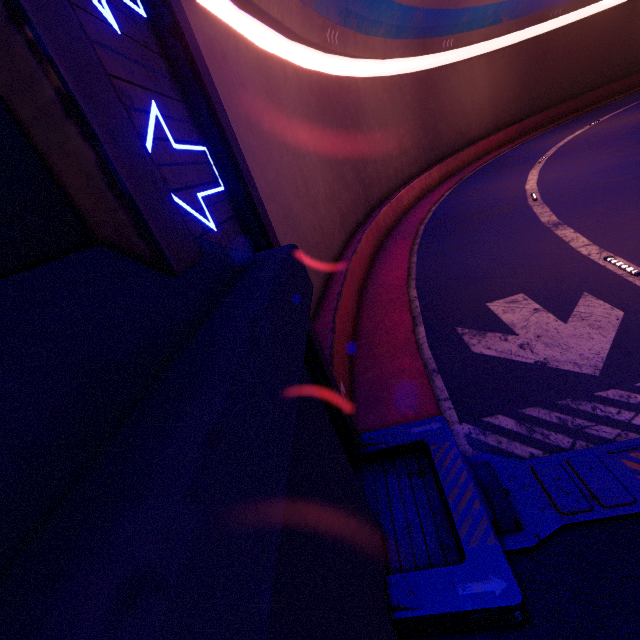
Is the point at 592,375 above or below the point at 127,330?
below

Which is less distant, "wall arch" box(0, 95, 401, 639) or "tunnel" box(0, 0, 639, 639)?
"wall arch" box(0, 95, 401, 639)

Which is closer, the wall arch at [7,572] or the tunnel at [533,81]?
the wall arch at [7,572]
